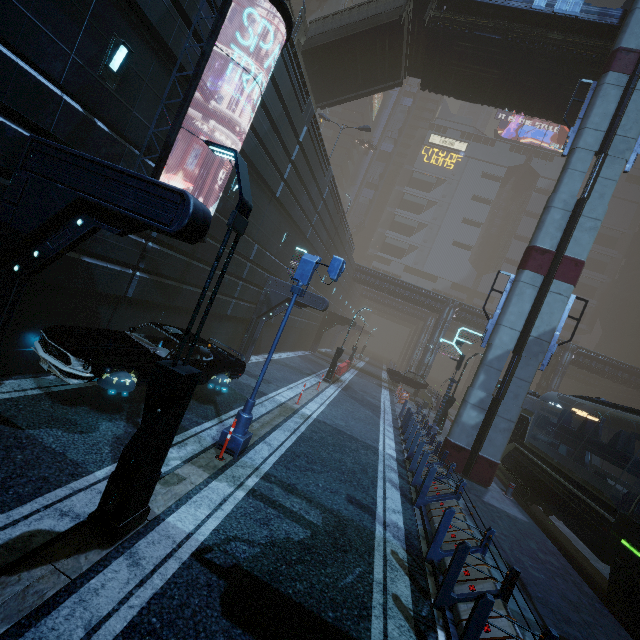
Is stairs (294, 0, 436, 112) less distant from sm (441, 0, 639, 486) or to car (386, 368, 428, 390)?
sm (441, 0, 639, 486)

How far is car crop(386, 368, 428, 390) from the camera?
29.9 meters

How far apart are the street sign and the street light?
2.8 meters

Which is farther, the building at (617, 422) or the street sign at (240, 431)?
the building at (617, 422)

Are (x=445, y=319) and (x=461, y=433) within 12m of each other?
no

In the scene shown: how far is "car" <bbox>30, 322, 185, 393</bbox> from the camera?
6.3 meters

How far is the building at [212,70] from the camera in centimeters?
883cm

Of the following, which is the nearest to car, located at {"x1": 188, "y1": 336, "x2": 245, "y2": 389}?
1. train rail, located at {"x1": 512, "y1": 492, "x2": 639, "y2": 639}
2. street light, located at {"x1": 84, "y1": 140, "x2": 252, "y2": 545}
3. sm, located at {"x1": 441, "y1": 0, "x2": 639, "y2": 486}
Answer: street light, located at {"x1": 84, "y1": 140, "x2": 252, "y2": 545}
